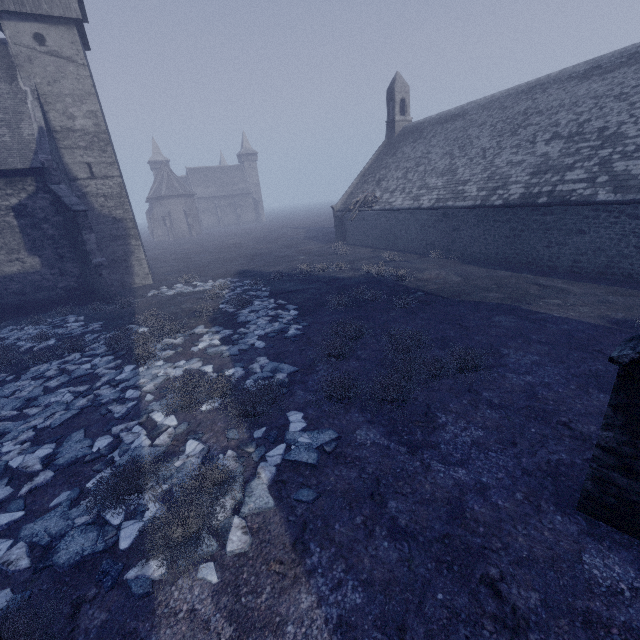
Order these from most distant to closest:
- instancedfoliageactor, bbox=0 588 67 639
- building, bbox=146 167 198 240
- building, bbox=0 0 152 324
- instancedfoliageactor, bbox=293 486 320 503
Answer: building, bbox=146 167 198 240, building, bbox=0 0 152 324, instancedfoliageactor, bbox=293 486 320 503, instancedfoliageactor, bbox=0 588 67 639

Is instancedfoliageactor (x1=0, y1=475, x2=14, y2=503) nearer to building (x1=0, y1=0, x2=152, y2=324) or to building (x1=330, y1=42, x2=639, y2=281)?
building (x1=0, y1=0, x2=152, y2=324)

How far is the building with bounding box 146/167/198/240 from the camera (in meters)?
54.81

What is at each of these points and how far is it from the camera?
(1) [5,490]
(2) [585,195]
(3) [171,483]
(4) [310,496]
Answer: (1) instancedfoliageactor, 5.4m
(2) building, 12.5m
(3) instancedfoliageactor, 5.2m
(4) instancedfoliageactor, 4.7m

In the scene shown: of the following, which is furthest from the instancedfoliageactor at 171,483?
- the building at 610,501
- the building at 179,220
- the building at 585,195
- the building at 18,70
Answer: the building at 179,220

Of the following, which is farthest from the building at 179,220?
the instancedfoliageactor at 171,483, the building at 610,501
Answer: the building at 610,501

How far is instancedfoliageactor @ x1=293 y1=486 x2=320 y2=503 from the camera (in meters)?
4.66
